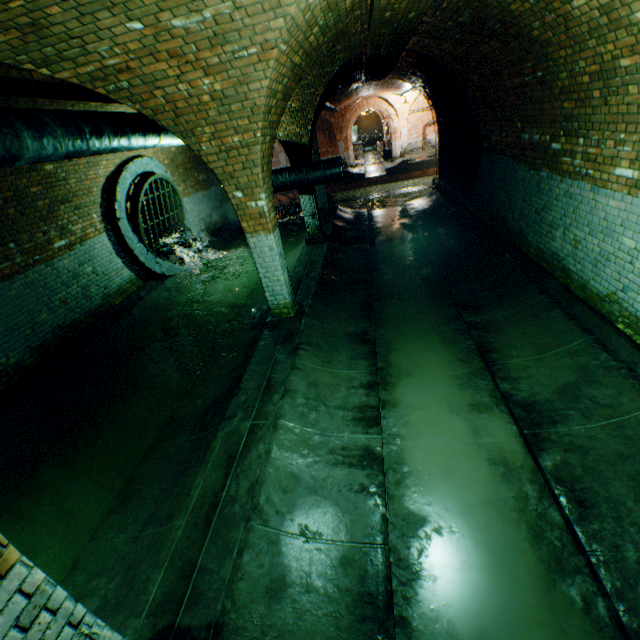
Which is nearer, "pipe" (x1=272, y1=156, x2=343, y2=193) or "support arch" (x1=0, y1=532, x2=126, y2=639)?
"support arch" (x1=0, y1=532, x2=126, y2=639)

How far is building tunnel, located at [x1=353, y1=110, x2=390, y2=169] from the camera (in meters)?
28.73

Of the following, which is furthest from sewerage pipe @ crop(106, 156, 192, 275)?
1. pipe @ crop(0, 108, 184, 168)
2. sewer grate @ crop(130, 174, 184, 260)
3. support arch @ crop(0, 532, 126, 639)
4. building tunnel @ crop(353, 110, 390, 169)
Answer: building tunnel @ crop(353, 110, 390, 169)

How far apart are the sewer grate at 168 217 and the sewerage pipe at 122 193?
0.0m

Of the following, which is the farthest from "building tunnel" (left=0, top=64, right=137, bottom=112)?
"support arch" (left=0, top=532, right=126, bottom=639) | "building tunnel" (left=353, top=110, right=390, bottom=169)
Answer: "building tunnel" (left=353, top=110, right=390, bottom=169)

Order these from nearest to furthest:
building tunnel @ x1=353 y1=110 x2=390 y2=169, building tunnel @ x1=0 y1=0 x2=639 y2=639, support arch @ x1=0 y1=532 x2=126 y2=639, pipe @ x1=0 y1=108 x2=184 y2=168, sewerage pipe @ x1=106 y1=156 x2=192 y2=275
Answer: support arch @ x1=0 y1=532 x2=126 y2=639 < building tunnel @ x1=0 y1=0 x2=639 y2=639 < pipe @ x1=0 y1=108 x2=184 y2=168 < sewerage pipe @ x1=106 y1=156 x2=192 y2=275 < building tunnel @ x1=353 y1=110 x2=390 y2=169

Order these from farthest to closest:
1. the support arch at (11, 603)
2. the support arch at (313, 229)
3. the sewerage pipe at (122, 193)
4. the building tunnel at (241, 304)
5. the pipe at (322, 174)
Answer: the support arch at (313, 229) < the pipe at (322, 174) < the sewerage pipe at (122, 193) < the building tunnel at (241, 304) < the support arch at (11, 603)

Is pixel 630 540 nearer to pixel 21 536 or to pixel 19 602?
pixel 19 602
